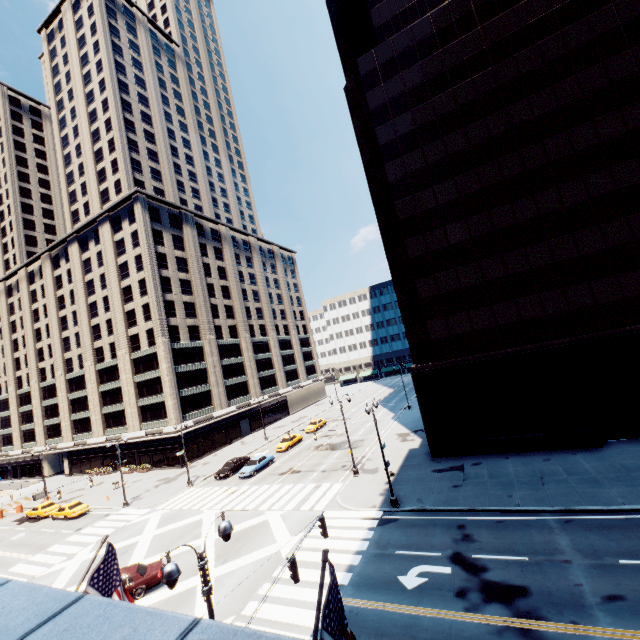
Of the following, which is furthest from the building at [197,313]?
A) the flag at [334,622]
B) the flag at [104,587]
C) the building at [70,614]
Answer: the flag at [334,622]

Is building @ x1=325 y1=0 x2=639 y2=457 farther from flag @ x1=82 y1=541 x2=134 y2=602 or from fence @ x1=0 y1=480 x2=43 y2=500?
fence @ x1=0 y1=480 x2=43 y2=500

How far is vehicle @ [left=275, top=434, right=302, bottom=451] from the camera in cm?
4378

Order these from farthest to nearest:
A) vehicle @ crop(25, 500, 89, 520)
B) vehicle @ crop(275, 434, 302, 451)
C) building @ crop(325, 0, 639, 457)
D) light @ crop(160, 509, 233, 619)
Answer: vehicle @ crop(275, 434, 302, 451)
vehicle @ crop(25, 500, 89, 520)
building @ crop(325, 0, 639, 457)
light @ crop(160, 509, 233, 619)

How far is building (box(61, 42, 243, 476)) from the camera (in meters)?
50.06

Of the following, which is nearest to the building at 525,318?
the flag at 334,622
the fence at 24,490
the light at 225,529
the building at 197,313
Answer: the light at 225,529

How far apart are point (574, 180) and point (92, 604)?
34.08m

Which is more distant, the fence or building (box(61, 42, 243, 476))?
building (box(61, 42, 243, 476))
